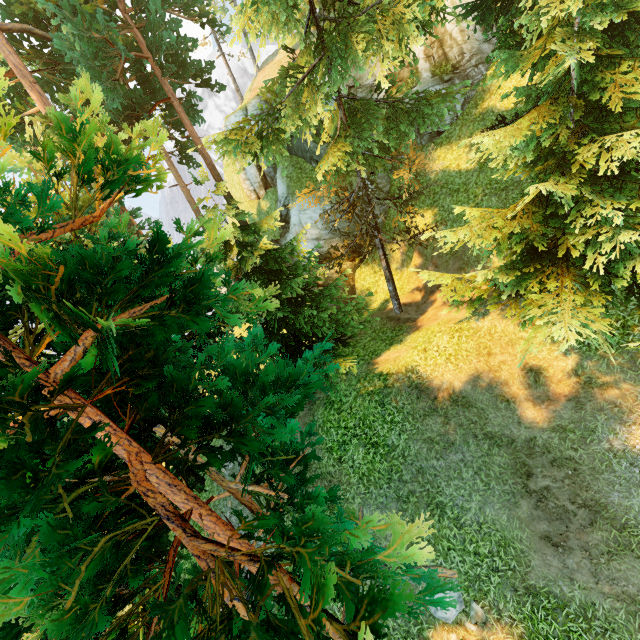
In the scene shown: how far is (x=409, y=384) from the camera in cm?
1177
